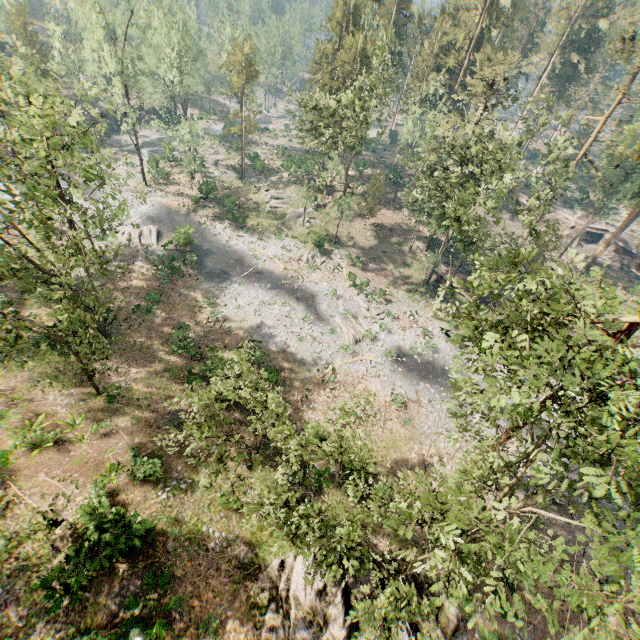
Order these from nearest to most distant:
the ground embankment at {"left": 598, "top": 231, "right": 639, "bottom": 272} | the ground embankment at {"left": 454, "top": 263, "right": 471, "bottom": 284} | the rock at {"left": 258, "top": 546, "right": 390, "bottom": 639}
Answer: the rock at {"left": 258, "top": 546, "right": 390, "bottom": 639} → the ground embankment at {"left": 454, "top": 263, "right": 471, "bottom": 284} → the ground embankment at {"left": 598, "top": 231, "right": 639, "bottom": 272}

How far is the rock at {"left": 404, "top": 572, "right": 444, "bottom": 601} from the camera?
17.03m

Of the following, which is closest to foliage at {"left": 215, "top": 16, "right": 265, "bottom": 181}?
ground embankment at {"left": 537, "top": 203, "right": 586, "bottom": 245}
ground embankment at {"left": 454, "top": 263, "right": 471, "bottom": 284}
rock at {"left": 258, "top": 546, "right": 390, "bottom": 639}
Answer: ground embankment at {"left": 454, "top": 263, "right": 471, "bottom": 284}

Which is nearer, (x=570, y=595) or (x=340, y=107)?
(x=570, y=595)

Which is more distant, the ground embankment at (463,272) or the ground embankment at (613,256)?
the ground embankment at (613,256)

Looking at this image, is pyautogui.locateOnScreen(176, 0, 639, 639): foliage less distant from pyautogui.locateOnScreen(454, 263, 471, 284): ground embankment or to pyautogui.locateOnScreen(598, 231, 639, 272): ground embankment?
pyautogui.locateOnScreen(454, 263, 471, 284): ground embankment

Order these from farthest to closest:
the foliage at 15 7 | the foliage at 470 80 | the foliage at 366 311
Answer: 1. the foliage at 366 311
2. the foliage at 15 7
3. the foliage at 470 80

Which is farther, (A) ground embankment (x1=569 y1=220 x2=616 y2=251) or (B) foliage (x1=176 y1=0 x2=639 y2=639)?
(A) ground embankment (x1=569 y1=220 x2=616 y2=251)
